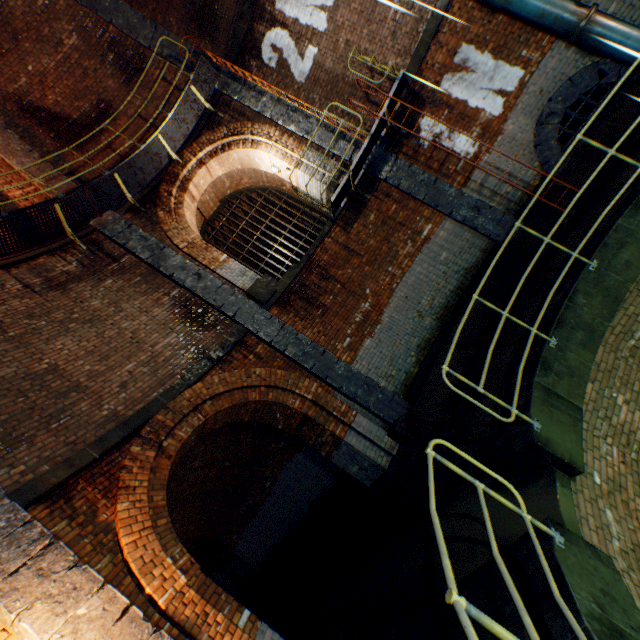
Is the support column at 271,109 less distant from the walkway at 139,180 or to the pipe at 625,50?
the walkway at 139,180

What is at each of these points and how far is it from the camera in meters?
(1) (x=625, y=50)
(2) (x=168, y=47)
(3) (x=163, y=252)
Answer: (1) pipe, 6.1
(2) support column, 9.4
(3) support column, 8.3

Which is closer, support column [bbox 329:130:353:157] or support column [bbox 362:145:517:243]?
support column [bbox 362:145:517:243]

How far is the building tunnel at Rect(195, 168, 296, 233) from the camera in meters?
11.4 m

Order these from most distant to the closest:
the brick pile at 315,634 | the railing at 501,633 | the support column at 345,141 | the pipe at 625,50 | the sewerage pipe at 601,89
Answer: the support column at 345,141, the sewerage pipe at 601,89, the pipe at 625,50, the brick pile at 315,634, the railing at 501,633

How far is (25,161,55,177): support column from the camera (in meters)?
8.48

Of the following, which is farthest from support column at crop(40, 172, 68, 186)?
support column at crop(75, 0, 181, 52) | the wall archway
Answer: the wall archway

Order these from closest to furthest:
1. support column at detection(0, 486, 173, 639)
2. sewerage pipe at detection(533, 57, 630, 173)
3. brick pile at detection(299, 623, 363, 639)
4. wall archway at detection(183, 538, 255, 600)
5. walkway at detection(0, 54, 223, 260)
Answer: support column at detection(0, 486, 173, 639) < brick pile at detection(299, 623, 363, 639) < sewerage pipe at detection(533, 57, 630, 173) < walkway at detection(0, 54, 223, 260) < wall archway at detection(183, 538, 255, 600)
